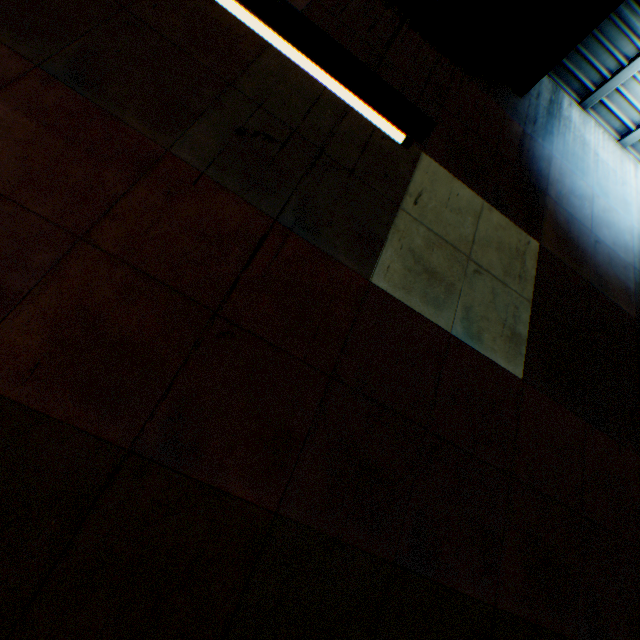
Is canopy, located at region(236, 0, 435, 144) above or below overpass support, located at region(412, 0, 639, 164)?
below

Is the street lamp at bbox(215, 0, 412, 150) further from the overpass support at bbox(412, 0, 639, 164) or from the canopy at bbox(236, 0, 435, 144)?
the overpass support at bbox(412, 0, 639, 164)

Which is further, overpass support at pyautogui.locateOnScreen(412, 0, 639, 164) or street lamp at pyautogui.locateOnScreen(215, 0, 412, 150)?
overpass support at pyautogui.locateOnScreen(412, 0, 639, 164)

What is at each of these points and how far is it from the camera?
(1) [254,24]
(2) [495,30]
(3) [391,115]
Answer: (1) street lamp, 2.7 meters
(2) overpass support, 6.5 meters
(3) canopy, 3.0 meters

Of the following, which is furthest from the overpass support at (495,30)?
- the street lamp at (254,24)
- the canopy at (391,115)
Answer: the street lamp at (254,24)

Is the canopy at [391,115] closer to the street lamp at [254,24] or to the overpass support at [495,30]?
the street lamp at [254,24]
